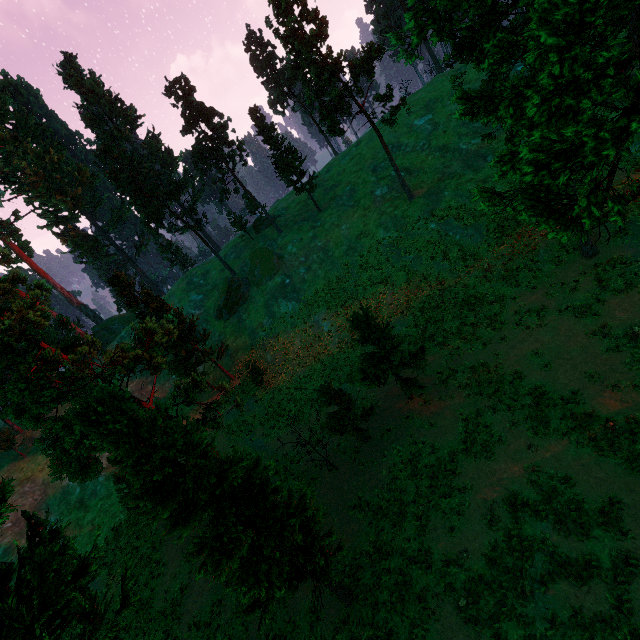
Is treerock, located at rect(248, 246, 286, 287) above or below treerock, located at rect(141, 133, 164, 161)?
below

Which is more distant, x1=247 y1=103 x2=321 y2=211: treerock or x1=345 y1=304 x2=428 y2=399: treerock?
x1=247 y1=103 x2=321 y2=211: treerock

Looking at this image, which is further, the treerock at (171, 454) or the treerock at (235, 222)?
the treerock at (235, 222)

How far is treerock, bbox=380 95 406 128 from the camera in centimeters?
3231cm

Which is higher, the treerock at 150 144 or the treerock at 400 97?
the treerock at 150 144

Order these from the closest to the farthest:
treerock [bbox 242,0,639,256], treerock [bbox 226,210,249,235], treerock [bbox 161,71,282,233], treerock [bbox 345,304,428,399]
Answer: treerock [bbox 242,0,639,256] < treerock [bbox 345,304,428,399] < treerock [bbox 161,71,282,233] < treerock [bbox 226,210,249,235]

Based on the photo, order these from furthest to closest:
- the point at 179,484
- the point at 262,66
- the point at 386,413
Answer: the point at 262,66, the point at 386,413, the point at 179,484
